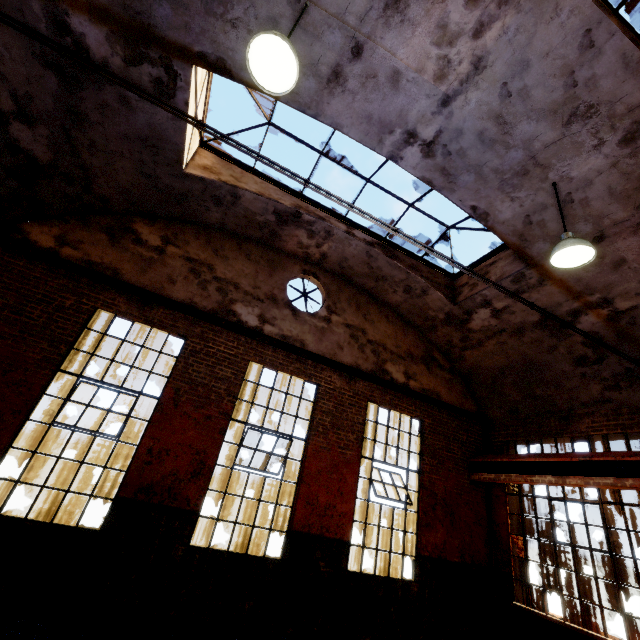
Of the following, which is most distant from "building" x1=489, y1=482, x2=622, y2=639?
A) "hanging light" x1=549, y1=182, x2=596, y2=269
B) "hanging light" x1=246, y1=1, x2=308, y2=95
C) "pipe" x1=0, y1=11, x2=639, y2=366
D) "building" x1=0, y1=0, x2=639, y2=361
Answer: "hanging light" x1=246, y1=1, x2=308, y2=95

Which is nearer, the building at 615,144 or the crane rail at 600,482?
the building at 615,144

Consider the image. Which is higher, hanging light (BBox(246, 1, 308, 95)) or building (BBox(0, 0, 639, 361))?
building (BBox(0, 0, 639, 361))

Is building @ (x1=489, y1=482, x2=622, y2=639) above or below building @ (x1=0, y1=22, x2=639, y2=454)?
below

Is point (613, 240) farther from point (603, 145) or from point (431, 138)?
point (431, 138)

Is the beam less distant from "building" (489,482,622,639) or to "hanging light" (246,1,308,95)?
"building" (489,482,622,639)

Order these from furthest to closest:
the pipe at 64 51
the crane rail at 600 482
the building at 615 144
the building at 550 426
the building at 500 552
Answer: the building at 500 552 → the crane rail at 600 482 → the building at 550 426 → the building at 615 144 → the pipe at 64 51

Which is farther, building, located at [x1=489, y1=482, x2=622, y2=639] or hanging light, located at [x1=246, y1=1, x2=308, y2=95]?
building, located at [x1=489, y1=482, x2=622, y2=639]
